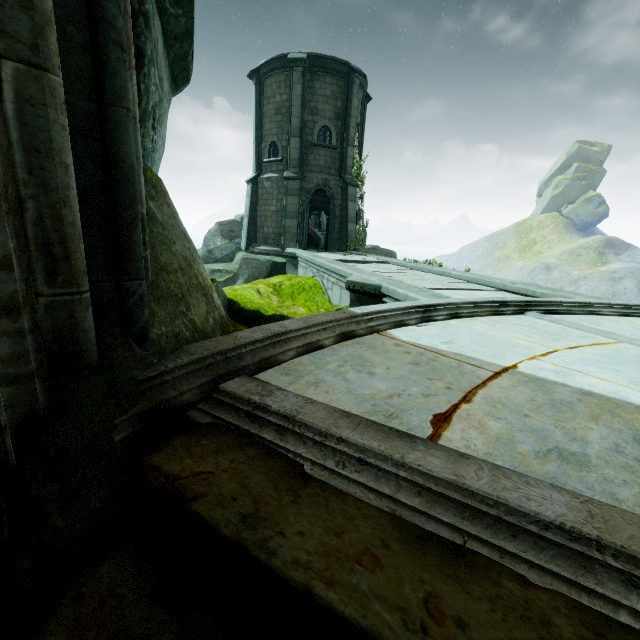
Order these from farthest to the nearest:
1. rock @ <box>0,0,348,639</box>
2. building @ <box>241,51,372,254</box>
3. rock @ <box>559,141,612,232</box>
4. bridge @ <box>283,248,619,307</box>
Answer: rock @ <box>559,141,612,232</box>, building @ <box>241,51,372,254</box>, bridge @ <box>283,248,619,307</box>, rock @ <box>0,0,348,639</box>

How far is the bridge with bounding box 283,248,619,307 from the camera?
6.0 meters

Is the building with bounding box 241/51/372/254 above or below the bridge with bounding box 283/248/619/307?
above

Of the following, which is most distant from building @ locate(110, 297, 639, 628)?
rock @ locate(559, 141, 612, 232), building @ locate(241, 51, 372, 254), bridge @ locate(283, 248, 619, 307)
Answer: rock @ locate(559, 141, 612, 232)

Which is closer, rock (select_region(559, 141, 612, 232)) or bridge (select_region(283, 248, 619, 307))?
bridge (select_region(283, 248, 619, 307))

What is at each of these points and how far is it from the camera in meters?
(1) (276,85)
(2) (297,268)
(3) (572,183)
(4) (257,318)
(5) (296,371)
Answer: (1) building, 17.4 m
(2) bridge, 15.3 m
(3) rock, 59.7 m
(4) rock, 5.3 m
(5) building, 2.4 m

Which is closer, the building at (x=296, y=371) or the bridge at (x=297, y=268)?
the building at (x=296, y=371)

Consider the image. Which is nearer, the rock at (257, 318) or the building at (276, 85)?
the rock at (257, 318)
